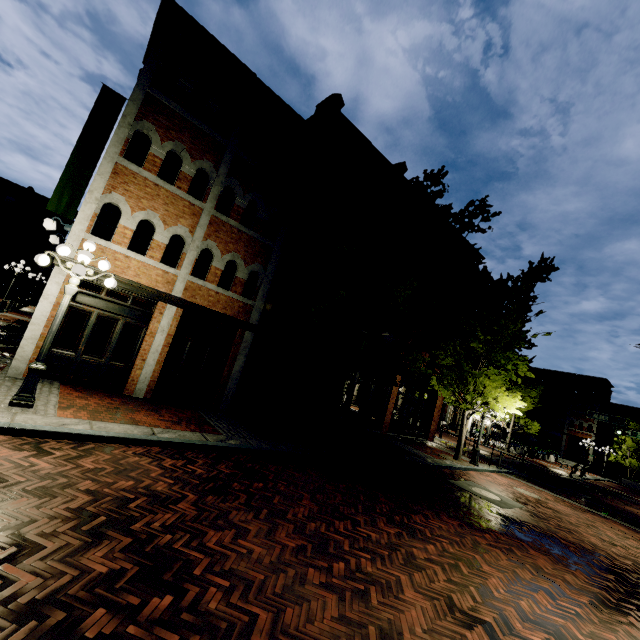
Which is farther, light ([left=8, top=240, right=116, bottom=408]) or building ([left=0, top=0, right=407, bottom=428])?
building ([left=0, top=0, right=407, bottom=428])

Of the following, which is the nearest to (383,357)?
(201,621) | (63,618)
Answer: (201,621)

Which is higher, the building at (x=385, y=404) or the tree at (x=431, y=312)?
the tree at (x=431, y=312)

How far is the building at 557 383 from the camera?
43.47m

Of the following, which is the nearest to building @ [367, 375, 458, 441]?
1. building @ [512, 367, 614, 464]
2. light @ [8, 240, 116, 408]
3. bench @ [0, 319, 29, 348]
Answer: bench @ [0, 319, 29, 348]

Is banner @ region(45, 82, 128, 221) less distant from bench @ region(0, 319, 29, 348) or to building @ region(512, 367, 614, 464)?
bench @ region(0, 319, 29, 348)

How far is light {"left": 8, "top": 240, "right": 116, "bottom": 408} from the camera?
6.5 meters

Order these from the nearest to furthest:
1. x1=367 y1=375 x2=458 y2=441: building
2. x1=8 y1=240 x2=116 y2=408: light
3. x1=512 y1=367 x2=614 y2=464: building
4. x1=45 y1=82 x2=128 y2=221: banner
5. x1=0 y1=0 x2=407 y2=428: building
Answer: x1=8 y1=240 x2=116 y2=408: light < x1=0 y1=0 x2=407 y2=428: building < x1=45 y1=82 x2=128 y2=221: banner < x1=367 y1=375 x2=458 y2=441: building < x1=512 y1=367 x2=614 y2=464: building
